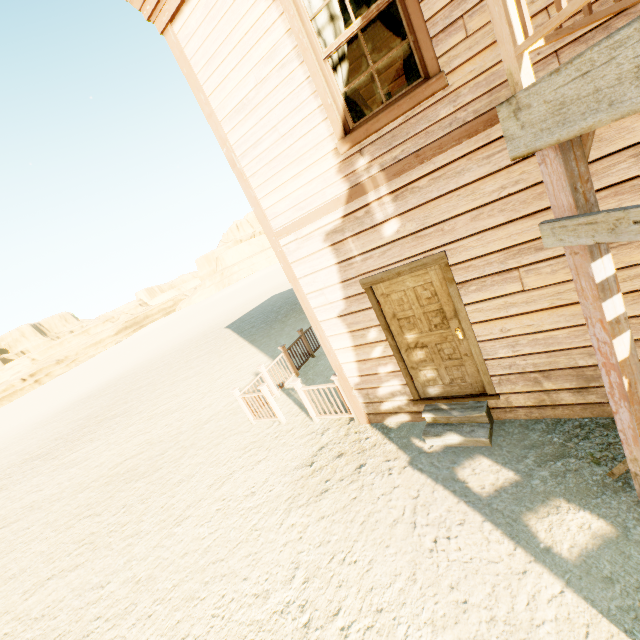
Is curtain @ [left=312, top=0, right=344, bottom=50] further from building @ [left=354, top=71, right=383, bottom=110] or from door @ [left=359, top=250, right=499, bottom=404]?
door @ [left=359, top=250, right=499, bottom=404]

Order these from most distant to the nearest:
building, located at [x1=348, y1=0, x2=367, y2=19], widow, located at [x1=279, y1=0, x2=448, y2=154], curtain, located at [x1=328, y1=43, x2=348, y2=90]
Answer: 1. building, located at [x1=348, y1=0, x2=367, y2=19]
2. curtain, located at [x1=328, y1=43, x2=348, y2=90]
3. widow, located at [x1=279, y1=0, x2=448, y2=154]

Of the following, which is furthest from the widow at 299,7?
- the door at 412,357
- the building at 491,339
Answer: the door at 412,357

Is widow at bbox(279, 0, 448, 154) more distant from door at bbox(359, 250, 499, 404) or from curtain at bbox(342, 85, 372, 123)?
door at bbox(359, 250, 499, 404)

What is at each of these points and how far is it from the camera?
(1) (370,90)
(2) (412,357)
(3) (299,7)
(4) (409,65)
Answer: (1) building, 6.2 meters
(2) door, 4.8 meters
(3) widow, 3.5 meters
(4) curtain, 3.4 meters

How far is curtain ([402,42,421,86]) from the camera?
3.37m

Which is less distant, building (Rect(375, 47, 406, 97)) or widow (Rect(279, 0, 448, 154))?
Answer: widow (Rect(279, 0, 448, 154))

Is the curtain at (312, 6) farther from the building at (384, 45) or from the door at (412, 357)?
the door at (412, 357)
